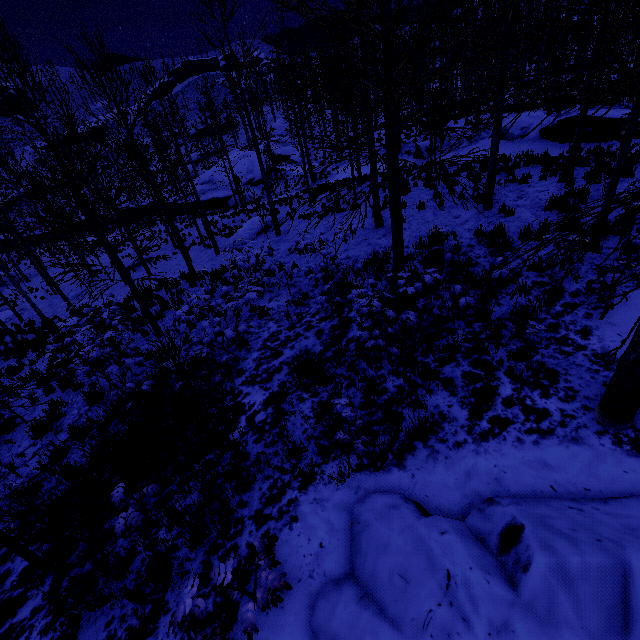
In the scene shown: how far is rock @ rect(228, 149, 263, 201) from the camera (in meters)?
32.53

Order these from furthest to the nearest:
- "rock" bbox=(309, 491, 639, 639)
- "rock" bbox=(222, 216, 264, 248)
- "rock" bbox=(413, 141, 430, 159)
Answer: "rock" bbox=(413, 141, 430, 159)
"rock" bbox=(222, 216, 264, 248)
"rock" bbox=(309, 491, 639, 639)

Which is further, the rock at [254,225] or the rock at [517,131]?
the rock at [254,225]

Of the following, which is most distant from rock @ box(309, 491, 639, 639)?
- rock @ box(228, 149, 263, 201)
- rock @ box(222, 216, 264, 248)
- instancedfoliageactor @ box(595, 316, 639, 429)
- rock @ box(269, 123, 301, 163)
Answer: rock @ box(269, 123, 301, 163)

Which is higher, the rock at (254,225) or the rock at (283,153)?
the rock at (283,153)

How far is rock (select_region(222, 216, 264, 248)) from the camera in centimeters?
1708cm

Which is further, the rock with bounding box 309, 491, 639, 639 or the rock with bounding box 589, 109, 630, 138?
the rock with bounding box 589, 109, 630, 138

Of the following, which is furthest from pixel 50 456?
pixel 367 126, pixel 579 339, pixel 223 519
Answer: pixel 367 126
